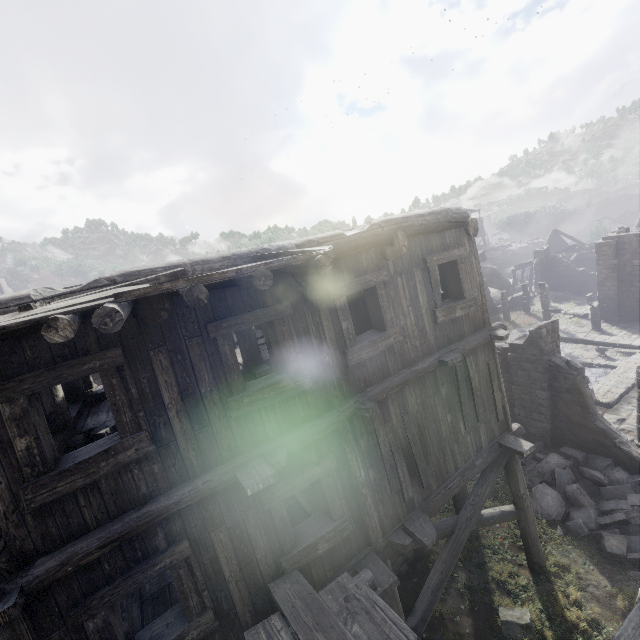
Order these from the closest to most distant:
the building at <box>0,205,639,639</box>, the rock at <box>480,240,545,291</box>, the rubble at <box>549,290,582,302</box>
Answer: the building at <box>0,205,639,639</box>, the rubble at <box>549,290,582,302</box>, the rock at <box>480,240,545,291</box>

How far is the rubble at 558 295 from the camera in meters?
34.8 m

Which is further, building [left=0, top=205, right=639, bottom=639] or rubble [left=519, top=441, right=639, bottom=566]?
rubble [left=519, top=441, right=639, bottom=566]

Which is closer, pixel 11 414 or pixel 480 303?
pixel 11 414

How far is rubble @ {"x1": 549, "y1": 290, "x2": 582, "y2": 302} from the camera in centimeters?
3481cm

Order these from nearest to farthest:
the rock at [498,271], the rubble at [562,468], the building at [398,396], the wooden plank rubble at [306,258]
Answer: the wooden plank rubble at [306,258], the building at [398,396], the rubble at [562,468], the rock at [498,271]

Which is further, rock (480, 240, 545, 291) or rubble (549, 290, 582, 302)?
rock (480, 240, 545, 291)

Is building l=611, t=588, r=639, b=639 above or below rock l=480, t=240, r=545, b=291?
above
